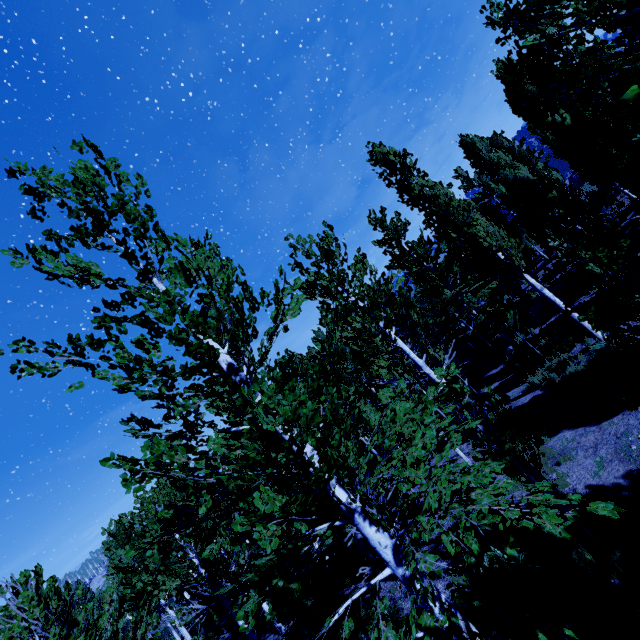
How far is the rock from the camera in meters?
18.8 m

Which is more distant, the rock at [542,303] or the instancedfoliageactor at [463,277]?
the rock at [542,303]

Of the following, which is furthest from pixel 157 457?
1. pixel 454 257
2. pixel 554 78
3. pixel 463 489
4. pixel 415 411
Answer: pixel 454 257

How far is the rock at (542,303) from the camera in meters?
18.8 m

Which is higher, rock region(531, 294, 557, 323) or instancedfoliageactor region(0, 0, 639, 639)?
instancedfoliageactor region(0, 0, 639, 639)

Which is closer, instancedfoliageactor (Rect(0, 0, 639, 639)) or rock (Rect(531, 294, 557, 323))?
instancedfoliageactor (Rect(0, 0, 639, 639))
